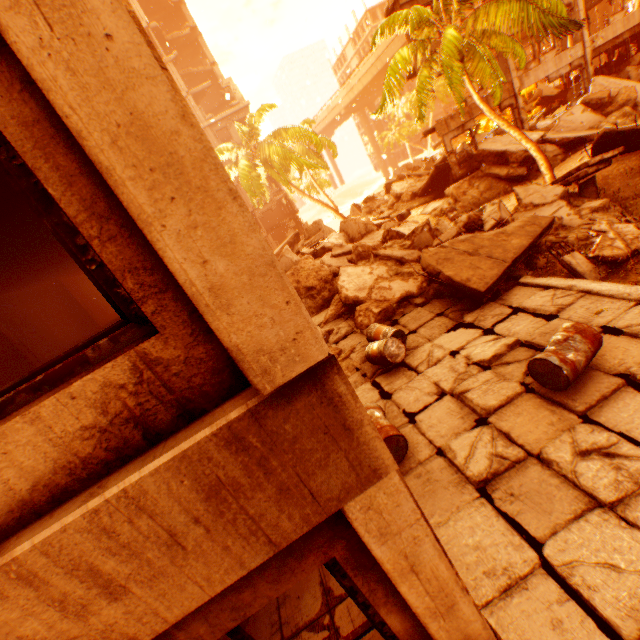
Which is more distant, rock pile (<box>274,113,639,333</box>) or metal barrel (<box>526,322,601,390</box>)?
rock pile (<box>274,113,639,333</box>)

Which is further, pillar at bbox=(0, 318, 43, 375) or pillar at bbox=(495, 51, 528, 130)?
pillar at bbox=(495, 51, 528, 130)

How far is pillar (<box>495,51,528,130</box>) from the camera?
17.0 meters

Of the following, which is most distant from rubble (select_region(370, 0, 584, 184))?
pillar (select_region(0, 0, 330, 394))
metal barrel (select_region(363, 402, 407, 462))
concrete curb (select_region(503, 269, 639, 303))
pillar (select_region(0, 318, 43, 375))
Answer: pillar (select_region(0, 318, 43, 375))

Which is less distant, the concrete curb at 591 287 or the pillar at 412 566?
the pillar at 412 566

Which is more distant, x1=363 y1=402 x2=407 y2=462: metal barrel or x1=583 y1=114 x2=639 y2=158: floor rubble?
x1=583 y1=114 x2=639 y2=158: floor rubble

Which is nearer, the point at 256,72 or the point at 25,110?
the point at 25,110

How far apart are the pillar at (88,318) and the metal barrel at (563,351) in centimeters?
1625cm
